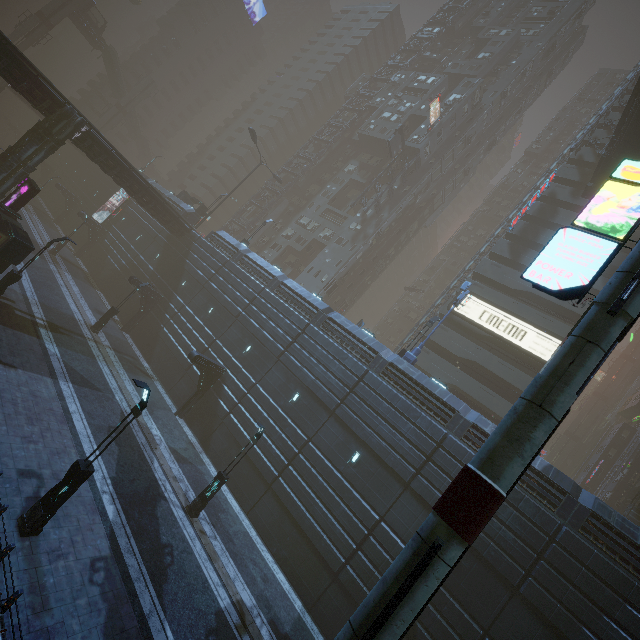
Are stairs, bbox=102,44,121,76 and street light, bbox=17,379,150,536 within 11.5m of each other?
no

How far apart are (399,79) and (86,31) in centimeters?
5412cm

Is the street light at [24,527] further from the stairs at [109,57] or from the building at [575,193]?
the stairs at [109,57]

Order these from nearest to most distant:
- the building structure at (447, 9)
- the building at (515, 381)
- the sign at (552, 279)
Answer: the sign at (552, 279) < the building at (515, 381) < the building structure at (447, 9)

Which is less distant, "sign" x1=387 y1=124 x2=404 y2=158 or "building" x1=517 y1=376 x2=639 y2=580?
"building" x1=517 y1=376 x2=639 y2=580

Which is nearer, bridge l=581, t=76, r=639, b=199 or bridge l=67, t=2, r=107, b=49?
bridge l=581, t=76, r=639, b=199

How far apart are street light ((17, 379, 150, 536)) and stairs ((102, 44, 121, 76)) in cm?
7566

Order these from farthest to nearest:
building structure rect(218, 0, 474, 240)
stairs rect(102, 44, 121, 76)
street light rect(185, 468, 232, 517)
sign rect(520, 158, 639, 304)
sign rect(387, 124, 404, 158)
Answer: stairs rect(102, 44, 121, 76) → building structure rect(218, 0, 474, 240) → sign rect(387, 124, 404, 158) → street light rect(185, 468, 232, 517) → sign rect(520, 158, 639, 304)
